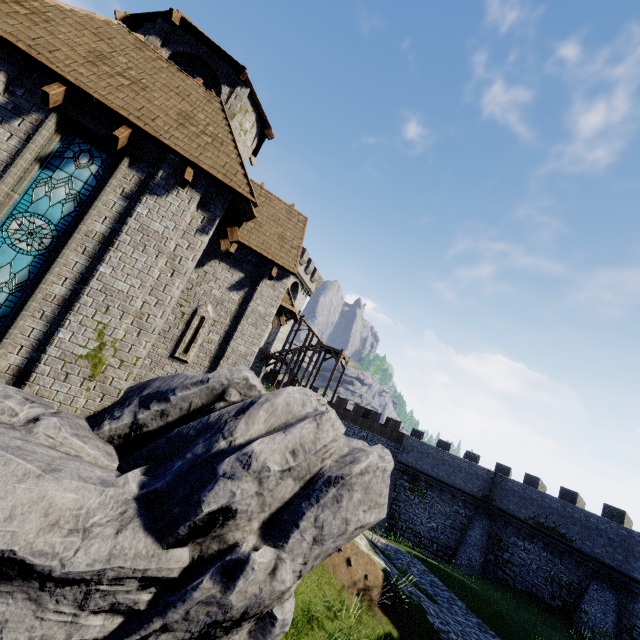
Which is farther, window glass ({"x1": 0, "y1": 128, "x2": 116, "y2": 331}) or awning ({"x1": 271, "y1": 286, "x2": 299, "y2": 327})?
awning ({"x1": 271, "y1": 286, "x2": 299, "y2": 327})

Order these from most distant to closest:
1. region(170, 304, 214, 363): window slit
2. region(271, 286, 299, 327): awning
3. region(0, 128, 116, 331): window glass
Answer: region(271, 286, 299, 327): awning
region(170, 304, 214, 363): window slit
region(0, 128, 116, 331): window glass

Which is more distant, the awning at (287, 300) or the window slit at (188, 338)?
the awning at (287, 300)

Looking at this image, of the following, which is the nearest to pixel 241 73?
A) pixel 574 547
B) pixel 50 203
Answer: pixel 50 203

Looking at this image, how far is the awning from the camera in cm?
1176

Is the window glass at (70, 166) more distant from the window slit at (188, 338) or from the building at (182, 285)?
the window slit at (188, 338)

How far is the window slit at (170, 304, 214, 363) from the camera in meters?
10.0 m

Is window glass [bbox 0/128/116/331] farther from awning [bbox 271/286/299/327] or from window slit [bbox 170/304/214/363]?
awning [bbox 271/286/299/327]
